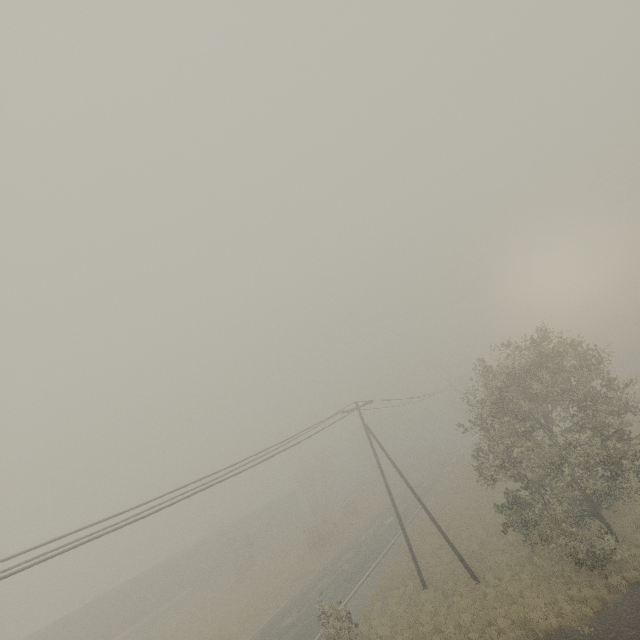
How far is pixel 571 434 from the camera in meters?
35.2
